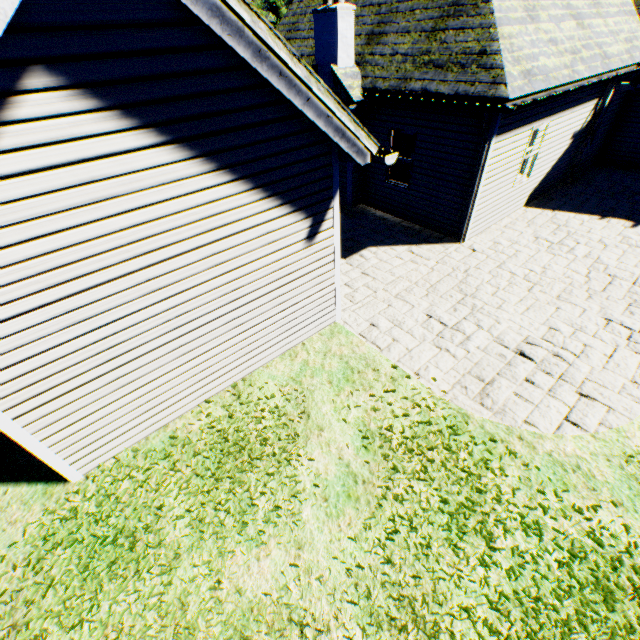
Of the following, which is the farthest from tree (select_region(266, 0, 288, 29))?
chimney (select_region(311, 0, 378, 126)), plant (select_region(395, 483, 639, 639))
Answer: chimney (select_region(311, 0, 378, 126))

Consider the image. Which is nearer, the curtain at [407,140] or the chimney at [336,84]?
the chimney at [336,84]

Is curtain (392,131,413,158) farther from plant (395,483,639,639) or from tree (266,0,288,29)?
tree (266,0,288,29)

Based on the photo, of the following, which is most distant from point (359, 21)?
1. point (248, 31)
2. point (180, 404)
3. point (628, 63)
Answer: point (180, 404)

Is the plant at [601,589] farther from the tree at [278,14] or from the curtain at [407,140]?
the curtain at [407,140]

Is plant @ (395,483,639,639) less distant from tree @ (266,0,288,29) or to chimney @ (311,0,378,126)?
tree @ (266,0,288,29)

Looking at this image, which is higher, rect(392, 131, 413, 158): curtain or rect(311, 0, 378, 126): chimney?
rect(311, 0, 378, 126): chimney

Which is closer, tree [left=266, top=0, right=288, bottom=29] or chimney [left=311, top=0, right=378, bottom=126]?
chimney [left=311, top=0, right=378, bottom=126]
